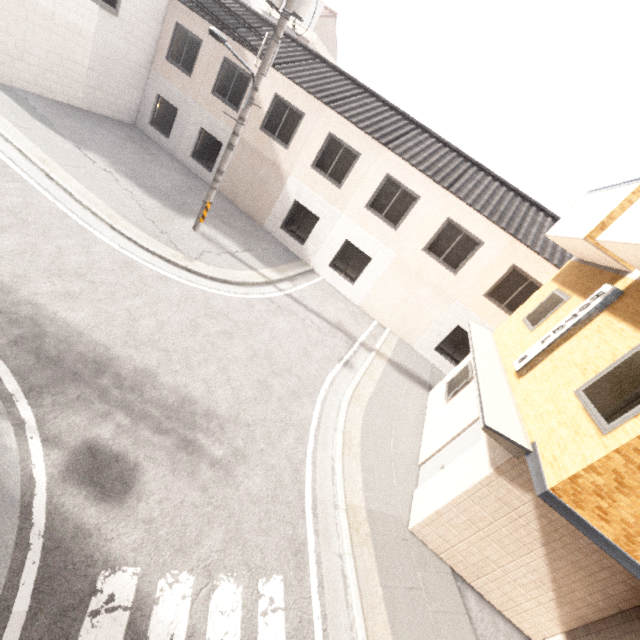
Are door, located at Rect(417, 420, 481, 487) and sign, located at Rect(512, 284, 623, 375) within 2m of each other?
yes

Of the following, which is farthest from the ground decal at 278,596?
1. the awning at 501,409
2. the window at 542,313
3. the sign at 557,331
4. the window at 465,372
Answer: the window at 542,313

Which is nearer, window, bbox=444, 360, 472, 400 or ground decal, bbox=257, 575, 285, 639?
ground decal, bbox=257, 575, 285, 639

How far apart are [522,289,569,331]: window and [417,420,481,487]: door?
2.5m

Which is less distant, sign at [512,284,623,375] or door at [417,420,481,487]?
sign at [512,284,623,375]

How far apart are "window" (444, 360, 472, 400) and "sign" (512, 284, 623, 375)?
1.7m

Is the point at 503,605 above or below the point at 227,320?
above

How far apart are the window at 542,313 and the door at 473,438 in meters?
2.5
